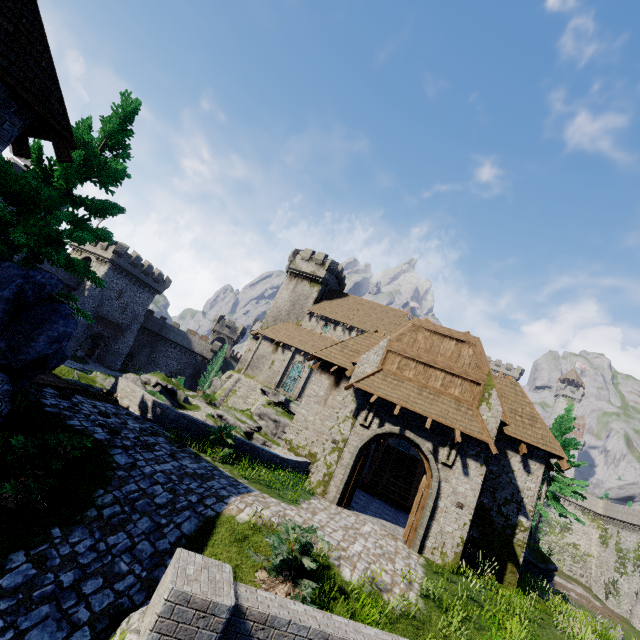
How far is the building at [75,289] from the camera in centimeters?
4281cm

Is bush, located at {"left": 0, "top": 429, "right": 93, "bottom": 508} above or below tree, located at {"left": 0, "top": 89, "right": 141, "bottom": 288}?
below

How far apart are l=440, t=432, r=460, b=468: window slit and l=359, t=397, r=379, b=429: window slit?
3.0 meters

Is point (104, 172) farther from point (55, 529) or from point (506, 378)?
point (506, 378)

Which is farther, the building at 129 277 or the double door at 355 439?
the building at 129 277

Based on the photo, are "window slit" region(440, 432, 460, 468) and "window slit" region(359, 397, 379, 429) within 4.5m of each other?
yes

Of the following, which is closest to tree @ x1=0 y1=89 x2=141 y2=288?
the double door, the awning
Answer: the awning

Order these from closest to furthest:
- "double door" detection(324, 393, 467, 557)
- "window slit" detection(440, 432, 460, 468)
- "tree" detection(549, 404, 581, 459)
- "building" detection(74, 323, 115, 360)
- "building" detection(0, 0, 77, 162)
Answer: "building" detection(0, 0, 77, 162) < "double door" detection(324, 393, 467, 557) < "window slit" detection(440, 432, 460, 468) < "tree" detection(549, 404, 581, 459) < "building" detection(74, 323, 115, 360)
